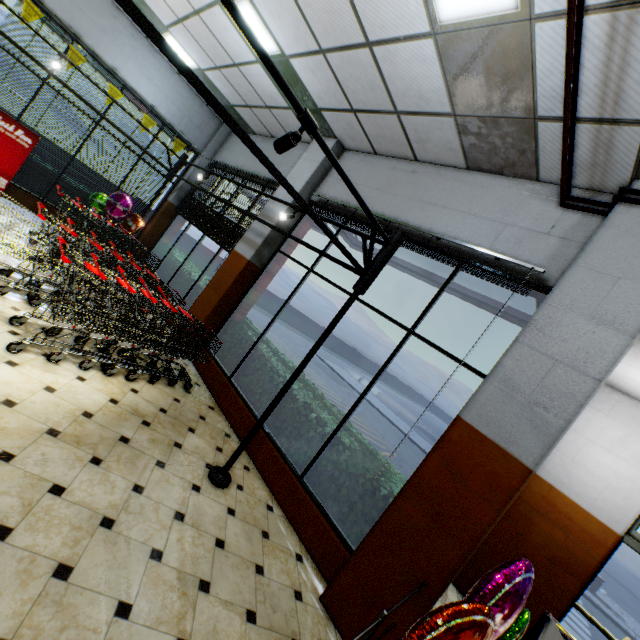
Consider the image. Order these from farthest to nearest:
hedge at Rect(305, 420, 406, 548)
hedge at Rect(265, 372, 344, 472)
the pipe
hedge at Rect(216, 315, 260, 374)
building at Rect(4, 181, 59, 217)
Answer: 1. building at Rect(4, 181, 59, 217)
2. hedge at Rect(216, 315, 260, 374)
3. hedge at Rect(265, 372, 344, 472)
4. hedge at Rect(305, 420, 406, 548)
5. the pipe

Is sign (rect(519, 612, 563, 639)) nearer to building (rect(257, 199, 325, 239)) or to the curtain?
building (rect(257, 199, 325, 239))

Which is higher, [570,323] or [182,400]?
[570,323]

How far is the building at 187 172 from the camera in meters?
9.3 m

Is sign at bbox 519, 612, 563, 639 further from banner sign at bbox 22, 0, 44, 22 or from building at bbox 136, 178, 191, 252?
banner sign at bbox 22, 0, 44, 22

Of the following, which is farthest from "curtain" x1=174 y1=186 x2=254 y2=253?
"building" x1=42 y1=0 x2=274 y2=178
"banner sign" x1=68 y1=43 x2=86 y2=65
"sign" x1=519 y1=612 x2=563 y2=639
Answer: "sign" x1=519 y1=612 x2=563 y2=639

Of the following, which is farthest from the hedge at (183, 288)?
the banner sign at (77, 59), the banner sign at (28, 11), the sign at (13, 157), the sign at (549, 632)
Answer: the banner sign at (28, 11)

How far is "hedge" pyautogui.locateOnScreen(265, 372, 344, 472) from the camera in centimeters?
429cm
